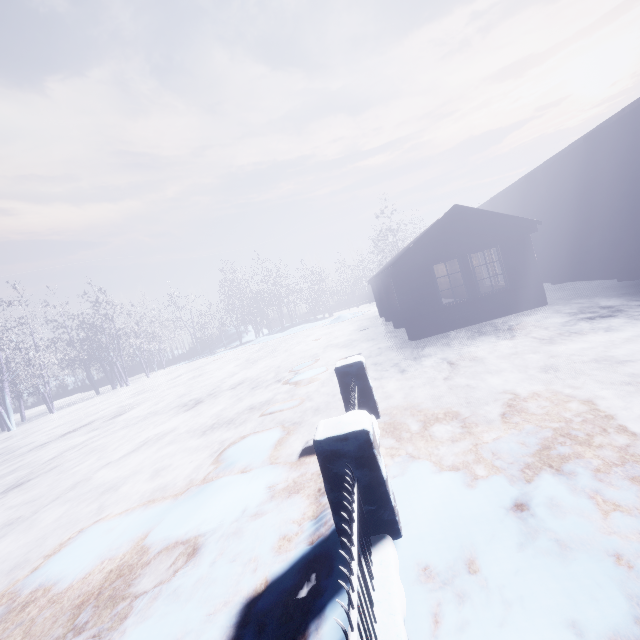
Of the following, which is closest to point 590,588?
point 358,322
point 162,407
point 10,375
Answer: point 162,407

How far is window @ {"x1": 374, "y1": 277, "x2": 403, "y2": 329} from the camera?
12.83m

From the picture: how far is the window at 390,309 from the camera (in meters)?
12.83

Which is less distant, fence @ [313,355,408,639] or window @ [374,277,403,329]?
fence @ [313,355,408,639]

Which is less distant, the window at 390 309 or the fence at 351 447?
the fence at 351 447
